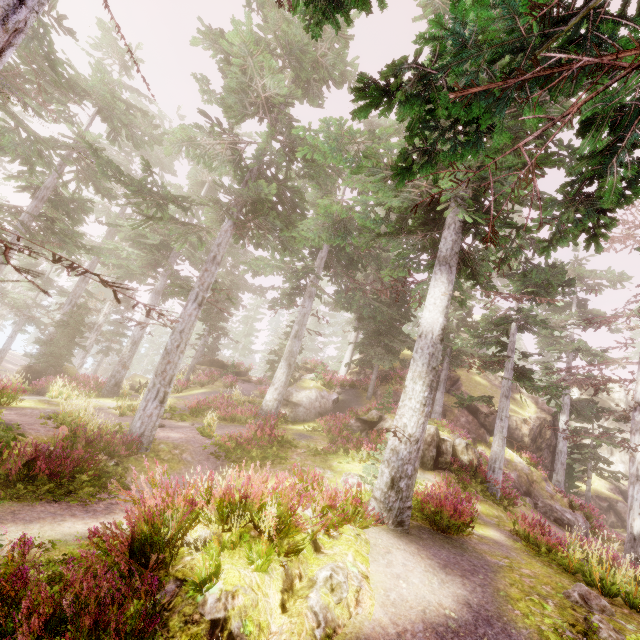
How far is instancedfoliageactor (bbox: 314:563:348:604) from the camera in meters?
4.9

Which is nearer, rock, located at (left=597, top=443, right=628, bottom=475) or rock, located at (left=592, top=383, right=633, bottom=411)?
rock, located at (left=597, top=443, right=628, bottom=475)

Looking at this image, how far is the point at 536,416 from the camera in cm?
2572

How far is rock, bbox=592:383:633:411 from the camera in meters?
40.6 m

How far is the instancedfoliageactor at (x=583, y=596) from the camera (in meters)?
6.18

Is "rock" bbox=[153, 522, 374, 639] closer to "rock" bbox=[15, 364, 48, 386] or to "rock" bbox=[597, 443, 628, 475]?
"rock" bbox=[597, 443, 628, 475]

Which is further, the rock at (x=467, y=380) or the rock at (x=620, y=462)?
the rock at (x=620, y=462)
